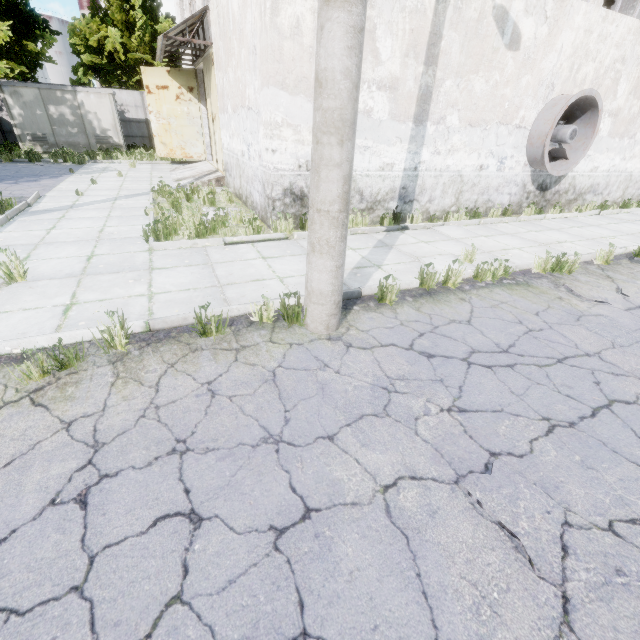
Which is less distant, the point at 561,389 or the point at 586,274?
the point at 561,389

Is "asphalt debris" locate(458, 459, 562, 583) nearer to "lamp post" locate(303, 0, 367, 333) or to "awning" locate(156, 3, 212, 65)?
"lamp post" locate(303, 0, 367, 333)

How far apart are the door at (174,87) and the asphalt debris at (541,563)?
18.8m

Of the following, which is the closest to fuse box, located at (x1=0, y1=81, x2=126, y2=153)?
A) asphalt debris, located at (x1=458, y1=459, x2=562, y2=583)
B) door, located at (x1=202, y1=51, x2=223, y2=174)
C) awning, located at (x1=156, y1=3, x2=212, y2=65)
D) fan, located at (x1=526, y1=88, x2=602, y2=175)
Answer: awning, located at (x1=156, y1=3, x2=212, y2=65)

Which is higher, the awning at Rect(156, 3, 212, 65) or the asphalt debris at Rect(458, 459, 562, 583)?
the awning at Rect(156, 3, 212, 65)

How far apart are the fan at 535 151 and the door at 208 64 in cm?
997

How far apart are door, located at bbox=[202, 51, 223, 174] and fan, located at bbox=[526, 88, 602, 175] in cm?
997

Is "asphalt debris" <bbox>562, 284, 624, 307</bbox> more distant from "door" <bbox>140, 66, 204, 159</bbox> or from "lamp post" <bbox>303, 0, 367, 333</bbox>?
"door" <bbox>140, 66, 204, 159</bbox>
